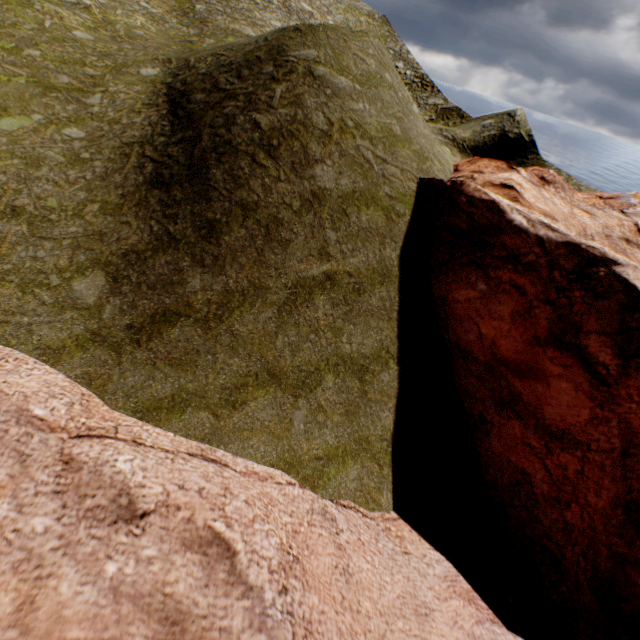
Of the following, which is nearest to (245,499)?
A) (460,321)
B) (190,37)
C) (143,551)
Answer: (143,551)
